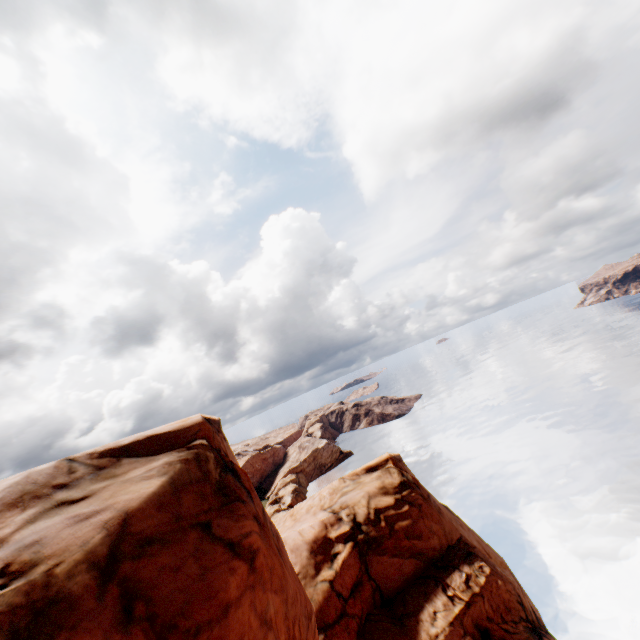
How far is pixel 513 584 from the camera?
17.4 meters
